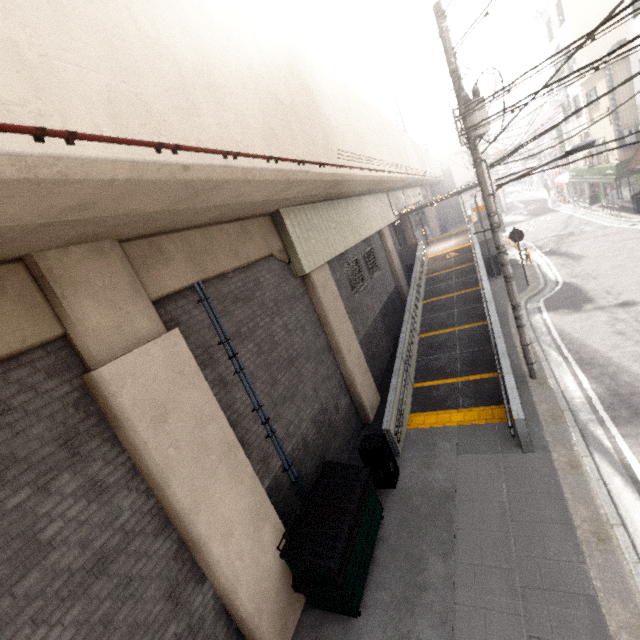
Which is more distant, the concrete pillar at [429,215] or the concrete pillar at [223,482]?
the concrete pillar at [429,215]

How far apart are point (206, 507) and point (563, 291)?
15.9 meters

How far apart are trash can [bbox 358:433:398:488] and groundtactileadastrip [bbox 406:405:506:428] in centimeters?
154cm

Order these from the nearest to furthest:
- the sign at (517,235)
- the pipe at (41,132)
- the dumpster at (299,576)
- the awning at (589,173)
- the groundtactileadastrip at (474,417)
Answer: the pipe at (41,132) → the dumpster at (299,576) → the groundtactileadastrip at (474,417) → the sign at (517,235) → the awning at (589,173)

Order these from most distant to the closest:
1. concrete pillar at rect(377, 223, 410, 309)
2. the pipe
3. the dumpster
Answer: concrete pillar at rect(377, 223, 410, 309)
the dumpster
the pipe

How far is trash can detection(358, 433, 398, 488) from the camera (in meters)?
7.35

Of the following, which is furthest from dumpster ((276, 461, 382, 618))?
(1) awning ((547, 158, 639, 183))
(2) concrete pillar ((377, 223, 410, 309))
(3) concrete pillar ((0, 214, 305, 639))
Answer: (1) awning ((547, 158, 639, 183))

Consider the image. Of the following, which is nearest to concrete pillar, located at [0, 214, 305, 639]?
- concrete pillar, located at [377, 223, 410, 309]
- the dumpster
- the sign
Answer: the dumpster
